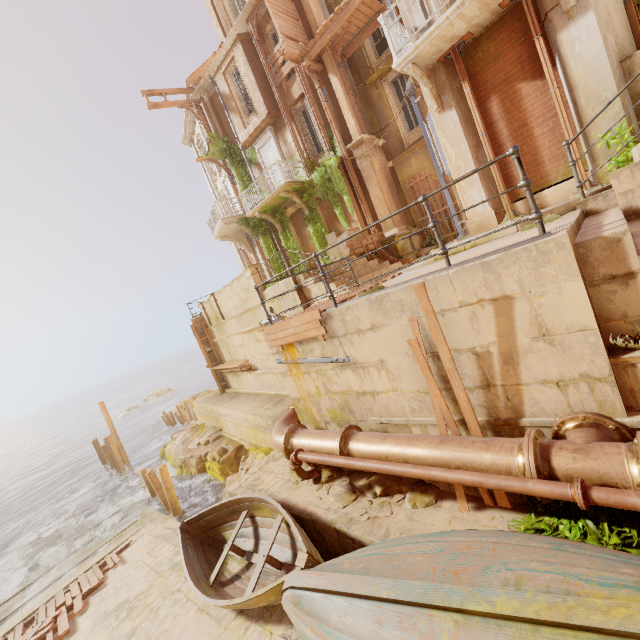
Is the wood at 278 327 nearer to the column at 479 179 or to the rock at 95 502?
the column at 479 179

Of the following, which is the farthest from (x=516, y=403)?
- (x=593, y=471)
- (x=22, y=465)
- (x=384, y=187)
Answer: (x=22, y=465)

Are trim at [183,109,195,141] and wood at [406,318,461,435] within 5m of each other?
no

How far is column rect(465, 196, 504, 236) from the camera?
8.3m

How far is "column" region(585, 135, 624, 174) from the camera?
6.4 meters

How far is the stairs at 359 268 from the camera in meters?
10.1

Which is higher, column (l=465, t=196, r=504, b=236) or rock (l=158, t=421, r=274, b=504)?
column (l=465, t=196, r=504, b=236)

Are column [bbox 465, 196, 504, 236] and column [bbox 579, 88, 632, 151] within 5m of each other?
yes
